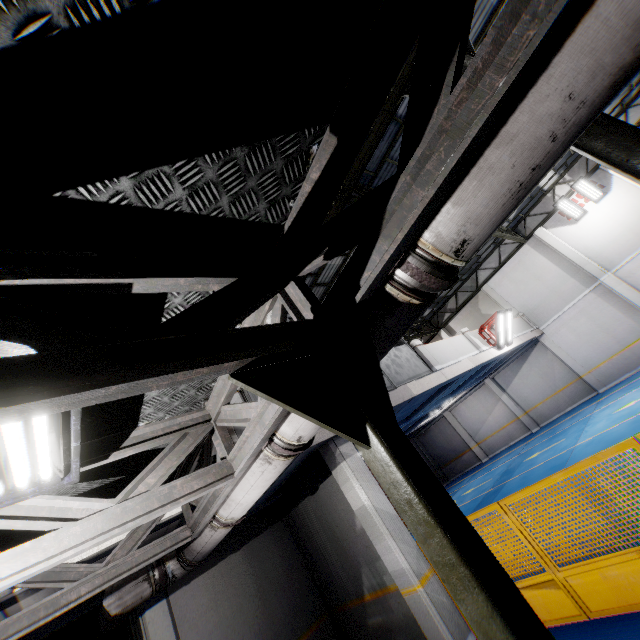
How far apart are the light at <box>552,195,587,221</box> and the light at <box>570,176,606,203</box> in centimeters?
12cm

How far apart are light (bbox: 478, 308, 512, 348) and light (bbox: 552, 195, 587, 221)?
7.0 meters

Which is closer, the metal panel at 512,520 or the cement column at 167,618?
the metal panel at 512,520

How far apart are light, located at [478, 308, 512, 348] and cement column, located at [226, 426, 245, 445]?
11.06m

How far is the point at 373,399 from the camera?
1.8m

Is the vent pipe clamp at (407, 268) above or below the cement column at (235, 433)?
below

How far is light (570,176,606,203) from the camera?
15.3 meters

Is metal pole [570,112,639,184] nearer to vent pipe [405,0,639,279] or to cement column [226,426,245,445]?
vent pipe [405,0,639,279]
